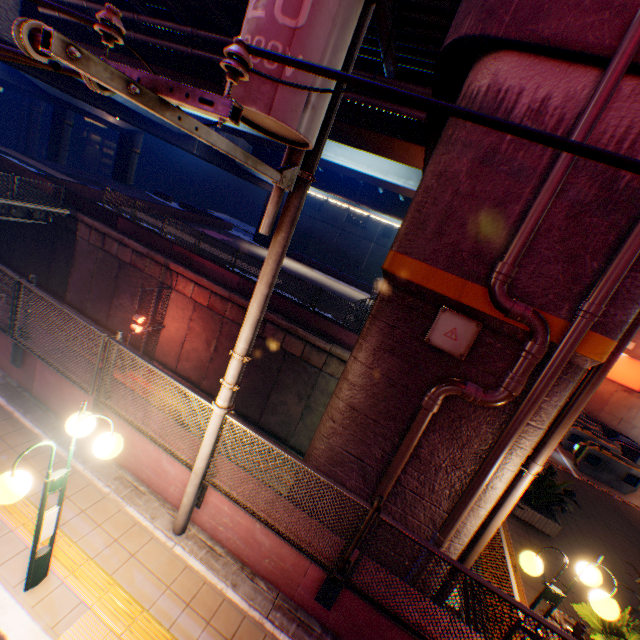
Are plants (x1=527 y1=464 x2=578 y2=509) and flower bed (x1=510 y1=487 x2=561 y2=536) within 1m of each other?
yes

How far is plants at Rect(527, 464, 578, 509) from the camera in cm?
789

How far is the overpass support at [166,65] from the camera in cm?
1021

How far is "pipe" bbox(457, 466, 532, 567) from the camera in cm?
517

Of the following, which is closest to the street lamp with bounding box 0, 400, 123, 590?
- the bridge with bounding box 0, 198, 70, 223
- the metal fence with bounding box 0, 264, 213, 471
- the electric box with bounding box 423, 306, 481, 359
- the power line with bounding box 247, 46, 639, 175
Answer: the metal fence with bounding box 0, 264, 213, 471

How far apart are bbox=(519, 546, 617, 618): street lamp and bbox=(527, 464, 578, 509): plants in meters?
3.4 m

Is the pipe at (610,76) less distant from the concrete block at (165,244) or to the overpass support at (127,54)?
the overpass support at (127,54)

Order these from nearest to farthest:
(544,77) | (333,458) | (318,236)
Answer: (544,77) < (333,458) < (318,236)
